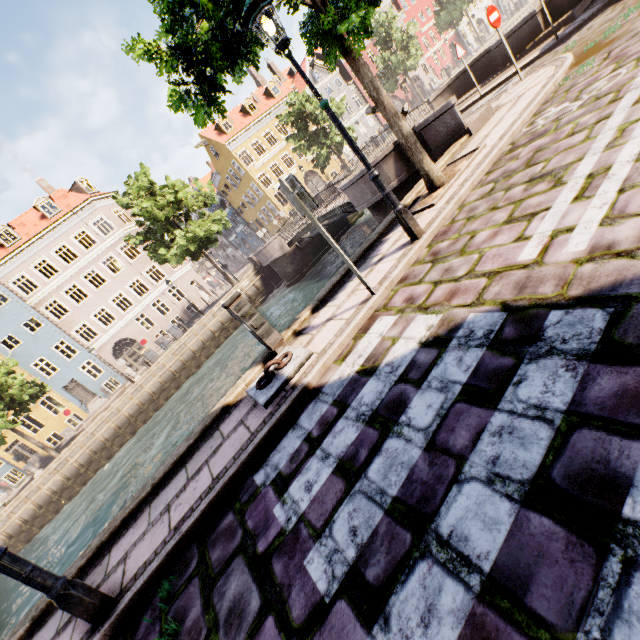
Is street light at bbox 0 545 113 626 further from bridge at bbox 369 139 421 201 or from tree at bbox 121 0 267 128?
bridge at bbox 369 139 421 201

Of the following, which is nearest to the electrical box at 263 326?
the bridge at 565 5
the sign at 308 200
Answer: the sign at 308 200

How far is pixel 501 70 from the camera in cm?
1236

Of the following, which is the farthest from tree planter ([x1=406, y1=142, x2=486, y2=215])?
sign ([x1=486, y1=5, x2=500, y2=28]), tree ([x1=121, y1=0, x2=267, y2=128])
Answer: sign ([x1=486, y1=5, x2=500, y2=28])

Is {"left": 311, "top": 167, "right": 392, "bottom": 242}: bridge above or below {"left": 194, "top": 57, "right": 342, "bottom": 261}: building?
below

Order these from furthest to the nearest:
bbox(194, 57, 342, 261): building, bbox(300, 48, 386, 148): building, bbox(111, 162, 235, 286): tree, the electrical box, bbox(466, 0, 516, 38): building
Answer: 1. bbox(466, 0, 516, 38): building
2. bbox(300, 48, 386, 148): building
3. bbox(194, 57, 342, 261): building
4. bbox(111, 162, 235, 286): tree
5. the electrical box

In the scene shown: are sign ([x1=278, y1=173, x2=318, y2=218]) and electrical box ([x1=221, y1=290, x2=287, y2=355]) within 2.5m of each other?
yes

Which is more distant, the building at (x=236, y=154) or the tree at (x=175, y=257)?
the building at (x=236, y=154)
